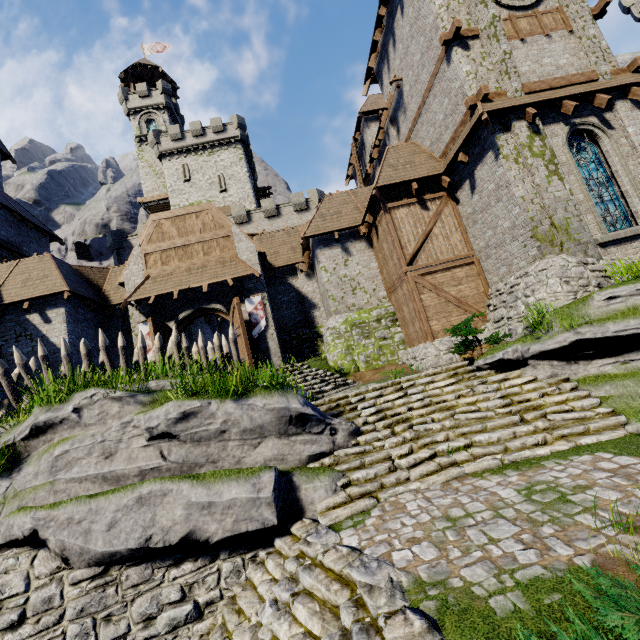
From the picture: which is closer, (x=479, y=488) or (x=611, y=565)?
(x=611, y=565)

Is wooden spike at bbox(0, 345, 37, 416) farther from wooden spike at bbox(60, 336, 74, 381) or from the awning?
the awning

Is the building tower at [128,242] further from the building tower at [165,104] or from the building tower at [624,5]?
the building tower at [624,5]

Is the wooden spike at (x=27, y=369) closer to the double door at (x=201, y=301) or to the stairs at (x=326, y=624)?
the double door at (x=201, y=301)

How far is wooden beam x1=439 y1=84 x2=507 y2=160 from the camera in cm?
1071

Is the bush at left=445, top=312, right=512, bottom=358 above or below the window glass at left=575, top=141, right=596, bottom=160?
below

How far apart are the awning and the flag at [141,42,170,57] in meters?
52.3 m

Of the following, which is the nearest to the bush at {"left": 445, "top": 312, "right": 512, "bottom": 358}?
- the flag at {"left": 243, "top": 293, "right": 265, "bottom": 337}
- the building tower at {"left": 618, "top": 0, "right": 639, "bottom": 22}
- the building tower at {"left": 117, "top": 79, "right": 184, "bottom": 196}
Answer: the flag at {"left": 243, "top": 293, "right": 265, "bottom": 337}
